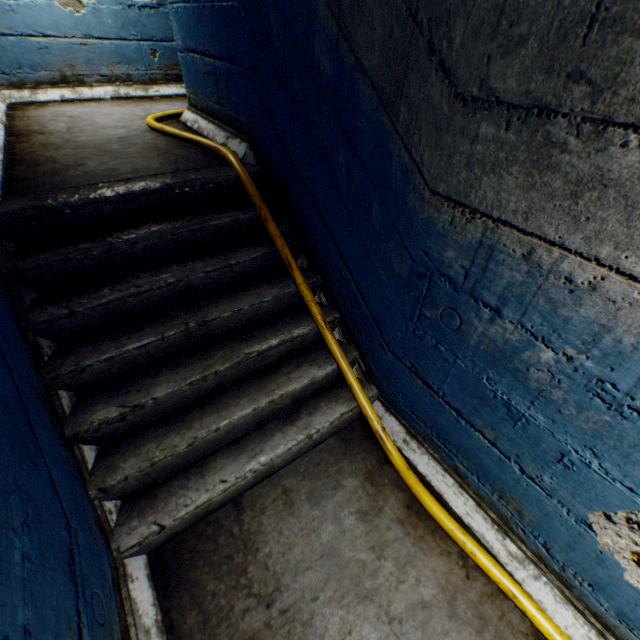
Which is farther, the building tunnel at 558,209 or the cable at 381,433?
the cable at 381,433

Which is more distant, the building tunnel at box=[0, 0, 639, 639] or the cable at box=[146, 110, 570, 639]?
the cable at box=[146, 110, 570, 639]

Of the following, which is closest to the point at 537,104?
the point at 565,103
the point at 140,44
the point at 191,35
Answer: the point at 565,103
